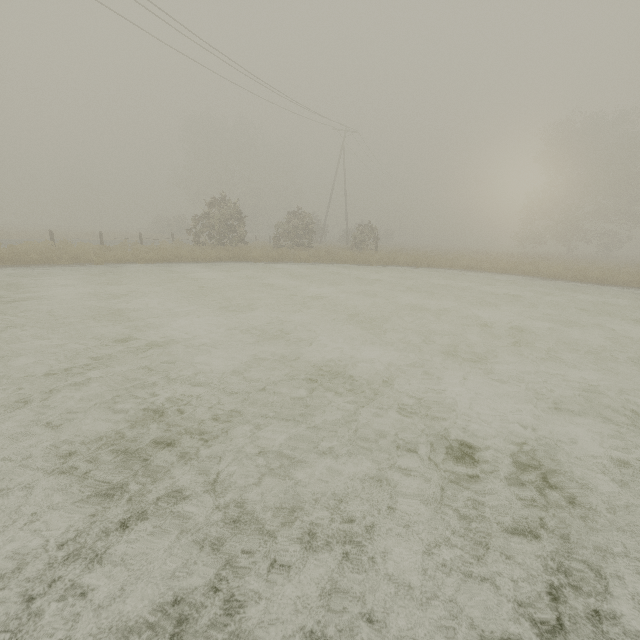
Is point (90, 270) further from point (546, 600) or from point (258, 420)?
point (546, 600)
